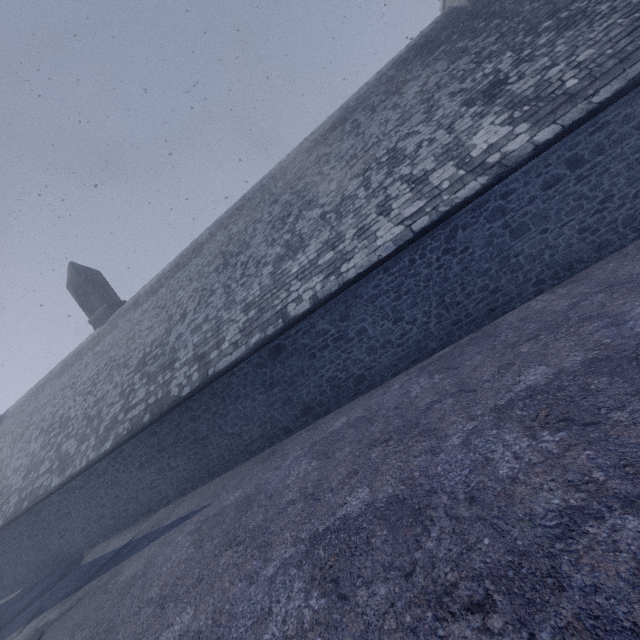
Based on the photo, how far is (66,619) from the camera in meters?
7.9 m
